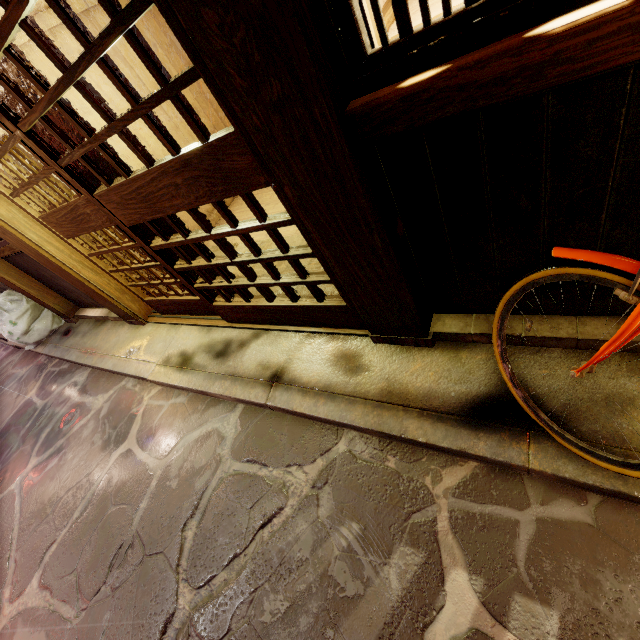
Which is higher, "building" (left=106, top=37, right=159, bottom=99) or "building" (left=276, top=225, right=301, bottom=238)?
"building" (left=106, top=37, right=159, bottom=99)

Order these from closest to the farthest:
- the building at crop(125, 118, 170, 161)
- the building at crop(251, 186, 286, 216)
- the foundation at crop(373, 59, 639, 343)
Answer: the foundation at crop(373, 59, 639, 343), the building at crop(125, 118, 170, 161), the building at crop(251, 186, 286, 216)

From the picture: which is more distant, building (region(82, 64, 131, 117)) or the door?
building (region(82, 64, 131, 117))

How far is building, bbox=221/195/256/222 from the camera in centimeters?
935cm

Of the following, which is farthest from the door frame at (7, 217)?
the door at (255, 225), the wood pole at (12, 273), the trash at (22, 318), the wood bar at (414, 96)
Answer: the trash at (22, 318)

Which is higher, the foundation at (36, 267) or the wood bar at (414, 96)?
the wood bar at (414, 96)

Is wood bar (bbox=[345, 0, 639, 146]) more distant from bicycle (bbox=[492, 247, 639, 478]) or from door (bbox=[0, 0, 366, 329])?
door (bbox=[0, 0, 366, 329])

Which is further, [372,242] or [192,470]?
[192,470]
